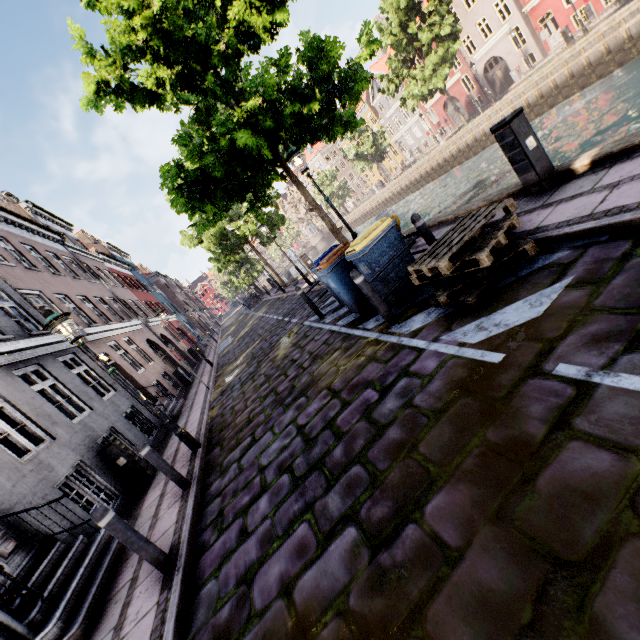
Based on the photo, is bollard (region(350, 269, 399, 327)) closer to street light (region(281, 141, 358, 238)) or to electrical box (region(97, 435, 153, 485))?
street light (region(281, 141, 358, 238))

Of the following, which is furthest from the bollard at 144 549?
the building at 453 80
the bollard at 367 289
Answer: the building at 453 80

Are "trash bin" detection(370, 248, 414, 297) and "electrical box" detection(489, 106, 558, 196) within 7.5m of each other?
yes

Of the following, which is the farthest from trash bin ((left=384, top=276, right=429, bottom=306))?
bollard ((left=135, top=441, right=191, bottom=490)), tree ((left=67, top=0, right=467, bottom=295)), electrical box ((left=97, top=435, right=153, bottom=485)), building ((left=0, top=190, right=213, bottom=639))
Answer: electrical box ((left=97, top=435, right=153, bottom=485))

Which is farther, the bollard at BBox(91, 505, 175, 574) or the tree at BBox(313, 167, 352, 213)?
the tree at BBox(313, 167, 352, 213)

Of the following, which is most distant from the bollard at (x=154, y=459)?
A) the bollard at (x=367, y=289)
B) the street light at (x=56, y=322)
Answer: the bollard at (x=367, y=289)

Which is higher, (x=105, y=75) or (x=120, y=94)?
(x=105, y=75)

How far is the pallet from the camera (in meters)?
3.67
